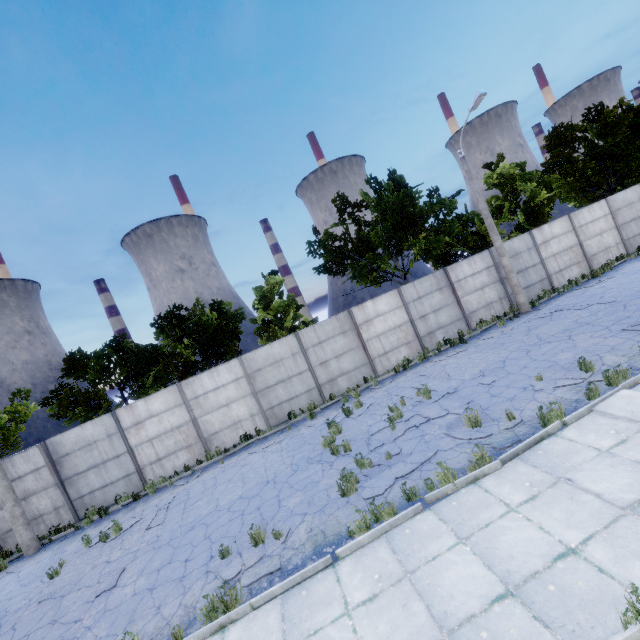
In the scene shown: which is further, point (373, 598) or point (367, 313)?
point (367, 313)

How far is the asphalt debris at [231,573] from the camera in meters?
→ 6.2 m

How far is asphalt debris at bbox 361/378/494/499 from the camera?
7.3m

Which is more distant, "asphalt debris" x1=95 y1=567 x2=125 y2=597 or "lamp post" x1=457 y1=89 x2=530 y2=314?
"lamp post" x1=457 y1=89 x2=530 y2=314

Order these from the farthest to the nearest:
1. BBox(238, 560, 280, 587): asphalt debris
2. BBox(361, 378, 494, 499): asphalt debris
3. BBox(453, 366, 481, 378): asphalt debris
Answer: BBox(453, 366, 481, 378): asphalt debris
BBox(361, 378, 494, 499): asphalt debris
BBox(238, 560, 280, 587): asphalt debris

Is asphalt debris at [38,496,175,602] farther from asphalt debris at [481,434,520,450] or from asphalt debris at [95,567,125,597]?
asphalt debris at [481,434,520,450]

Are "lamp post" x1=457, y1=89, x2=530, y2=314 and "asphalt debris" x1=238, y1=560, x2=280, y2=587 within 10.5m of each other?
no
